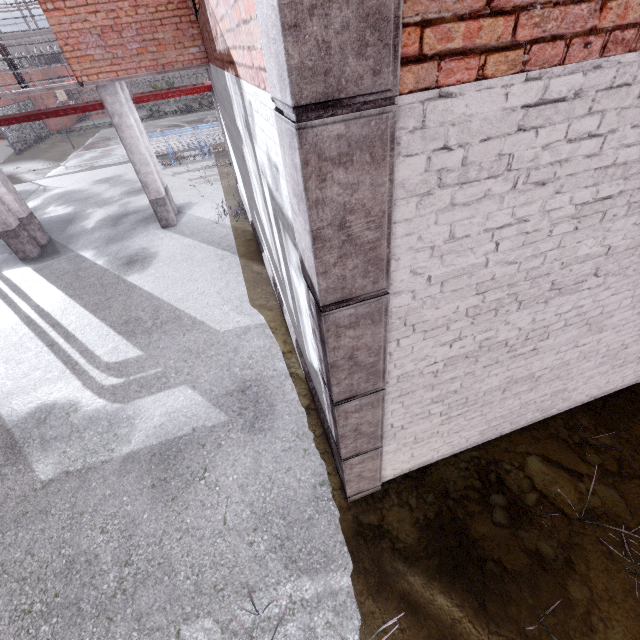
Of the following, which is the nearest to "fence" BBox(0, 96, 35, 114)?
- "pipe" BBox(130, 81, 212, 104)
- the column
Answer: "pipe" BBox(130, 81, 212, 104)

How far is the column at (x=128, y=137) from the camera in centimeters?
854cm

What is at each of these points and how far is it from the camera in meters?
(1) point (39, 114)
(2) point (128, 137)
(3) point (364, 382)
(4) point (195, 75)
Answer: (1) pipe, 9.5 m
(2) column, 9.1 m
(3) trim, 2.5 m
(4) fence, 38.1 m

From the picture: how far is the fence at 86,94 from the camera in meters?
35.7 m

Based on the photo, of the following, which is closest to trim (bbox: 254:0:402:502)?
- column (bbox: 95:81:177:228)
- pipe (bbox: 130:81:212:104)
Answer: column (bbox: 95:81:177:228)

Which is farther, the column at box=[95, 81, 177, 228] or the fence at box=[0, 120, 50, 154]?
the fence at box=[0, 120, 50, 154]

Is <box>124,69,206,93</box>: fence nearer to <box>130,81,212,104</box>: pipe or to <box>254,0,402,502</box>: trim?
<box>130,81,212,104</box>: pipe
